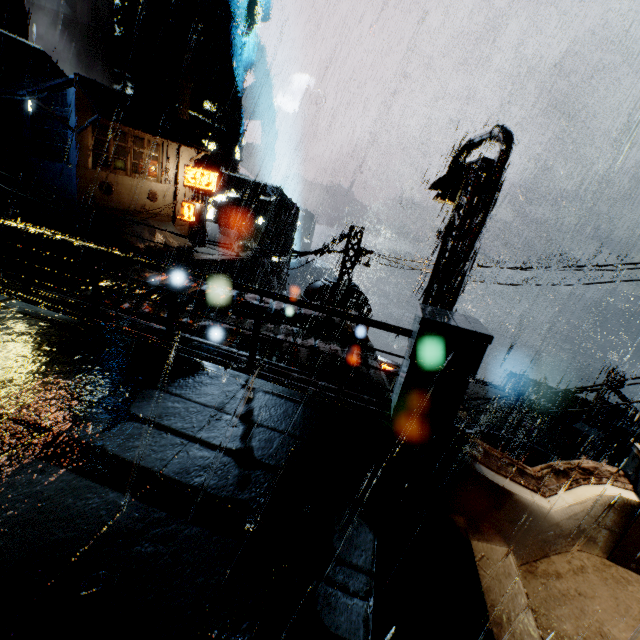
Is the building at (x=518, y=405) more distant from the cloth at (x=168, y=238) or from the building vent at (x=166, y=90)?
the building vent at (x=166, y=90)

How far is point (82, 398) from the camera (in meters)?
3.57

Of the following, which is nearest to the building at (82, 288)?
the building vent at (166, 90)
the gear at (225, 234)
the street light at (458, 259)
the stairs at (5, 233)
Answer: the stairs at (5, 233)

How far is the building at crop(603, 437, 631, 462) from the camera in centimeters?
1479cm

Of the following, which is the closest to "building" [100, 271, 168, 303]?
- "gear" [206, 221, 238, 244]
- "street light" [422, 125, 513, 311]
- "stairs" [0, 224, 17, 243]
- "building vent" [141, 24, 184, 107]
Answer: "stairs" [0, 224, 17, 243]

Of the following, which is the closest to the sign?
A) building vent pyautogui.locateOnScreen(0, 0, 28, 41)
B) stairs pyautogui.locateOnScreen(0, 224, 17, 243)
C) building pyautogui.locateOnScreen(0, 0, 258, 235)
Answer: building pyautogui.locateOnScreen(0, 0, 258, 235)

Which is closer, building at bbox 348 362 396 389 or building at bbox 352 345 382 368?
building at bbox 348 362 396 389
